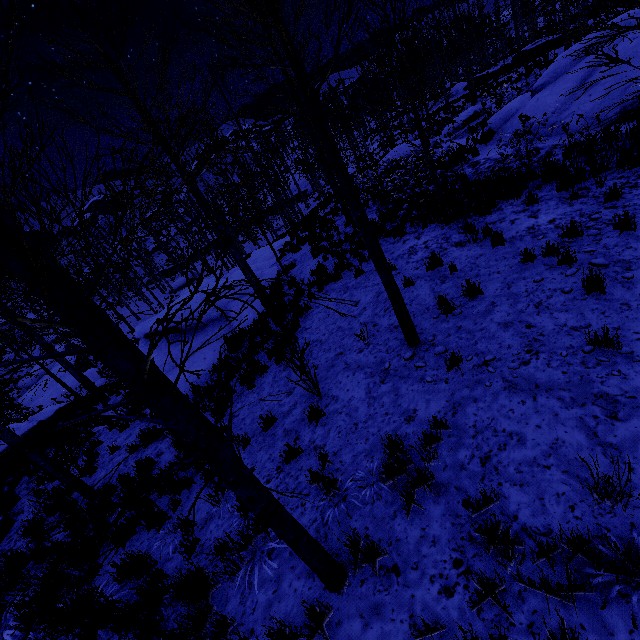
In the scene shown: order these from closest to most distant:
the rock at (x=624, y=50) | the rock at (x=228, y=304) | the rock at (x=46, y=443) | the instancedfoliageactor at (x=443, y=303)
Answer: the instancedfoliageactor at (x=443, y=303) < the rock at (x=624, y=50) < the rock at (x=46, y=443) < the rock at (x=228, y=304)

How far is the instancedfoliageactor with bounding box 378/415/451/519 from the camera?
3.6 meters

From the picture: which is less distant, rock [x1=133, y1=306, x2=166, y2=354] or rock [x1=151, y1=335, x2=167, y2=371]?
rock [x1=151, y1=335, x2=167, y2=371]

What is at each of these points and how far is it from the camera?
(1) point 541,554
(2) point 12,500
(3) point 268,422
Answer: (1) instancedfoliageactor, 2.70m
(2) rock, 8.72m
(3) instancedfoliageactor, 6.32m

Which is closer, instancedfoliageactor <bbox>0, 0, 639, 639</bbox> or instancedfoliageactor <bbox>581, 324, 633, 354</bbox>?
instancedfoliageactor <bbox>0, 0, 639, 639</bbox>

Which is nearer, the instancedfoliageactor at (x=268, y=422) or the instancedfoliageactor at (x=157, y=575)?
the instancedfoliageactor at (x=157, y=575)

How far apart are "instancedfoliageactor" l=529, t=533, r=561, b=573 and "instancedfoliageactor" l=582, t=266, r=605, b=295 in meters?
3.7

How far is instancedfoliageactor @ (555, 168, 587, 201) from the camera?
7.3m
